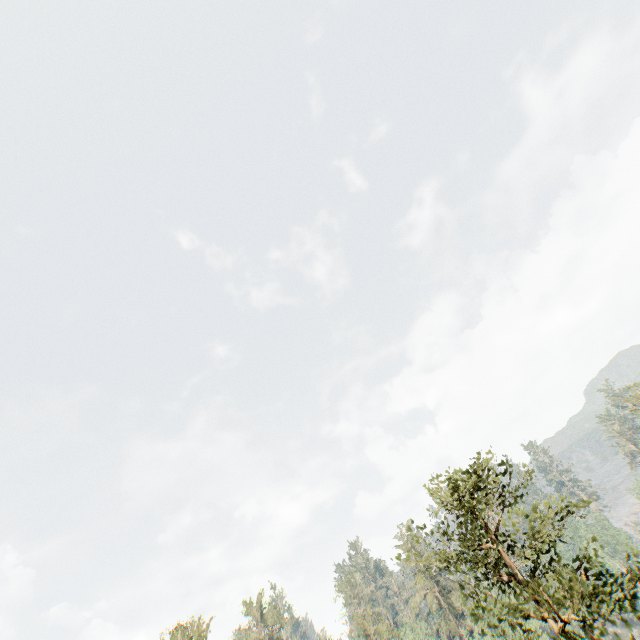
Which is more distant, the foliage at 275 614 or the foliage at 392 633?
the foliage at 275 614

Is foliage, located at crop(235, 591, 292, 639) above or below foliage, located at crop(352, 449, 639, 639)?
above

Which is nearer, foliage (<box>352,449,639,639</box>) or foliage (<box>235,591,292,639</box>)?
foliage (<box>352,449,639,639</box>)

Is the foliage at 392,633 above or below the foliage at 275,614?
below

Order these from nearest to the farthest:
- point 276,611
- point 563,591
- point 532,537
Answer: point 563,591, point 532,537, point 276,611
